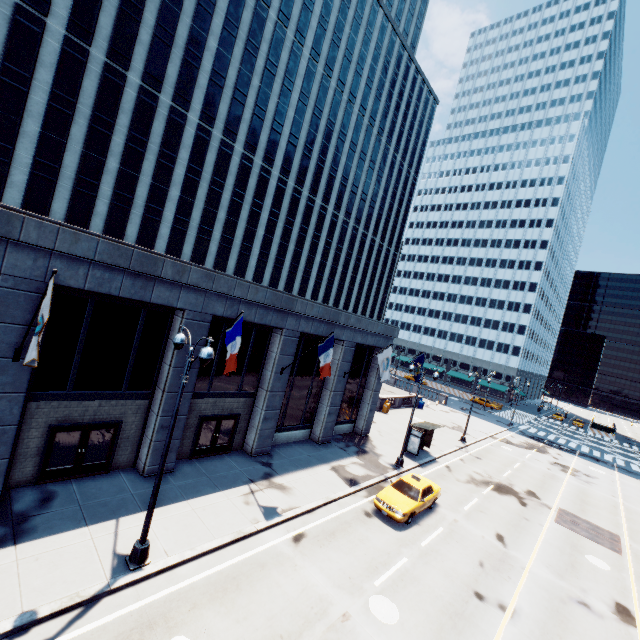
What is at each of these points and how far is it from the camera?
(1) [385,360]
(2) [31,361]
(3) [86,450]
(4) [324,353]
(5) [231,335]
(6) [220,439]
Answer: (1) flag, 21.8 meters
(2) flag, 8.4 meters
(3) door, 13.3 meters
(4) flag, 17.3 meters
(5) flag, 13.0 meters
(6) door, 18.1 meters

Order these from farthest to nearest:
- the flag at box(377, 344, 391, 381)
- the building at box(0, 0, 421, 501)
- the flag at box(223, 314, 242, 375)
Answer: the flag at box(377, 344, 391, 381) < the flag at box(223, 314, 242, 375) < the building at box(0, 0, 421, 501)

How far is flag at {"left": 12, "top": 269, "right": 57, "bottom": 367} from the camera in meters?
8.2

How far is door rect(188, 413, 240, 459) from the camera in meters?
17.0

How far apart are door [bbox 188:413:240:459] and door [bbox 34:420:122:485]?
3.5m

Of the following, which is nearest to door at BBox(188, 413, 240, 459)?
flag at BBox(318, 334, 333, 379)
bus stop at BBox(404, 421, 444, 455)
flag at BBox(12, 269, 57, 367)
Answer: flag at BBox(318, 334, 333, 379)

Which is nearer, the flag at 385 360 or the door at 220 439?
the door at 220 439

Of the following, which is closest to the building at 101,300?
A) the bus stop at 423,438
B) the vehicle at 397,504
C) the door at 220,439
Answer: the door at 220,439
